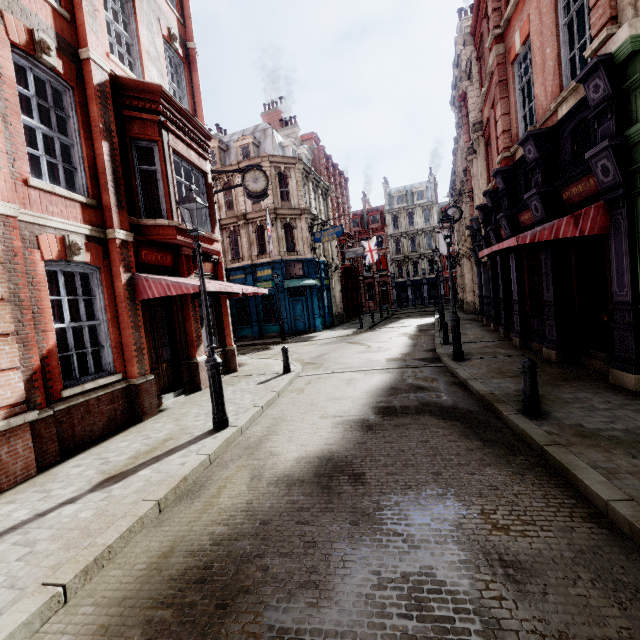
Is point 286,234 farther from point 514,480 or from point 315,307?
point 514,480

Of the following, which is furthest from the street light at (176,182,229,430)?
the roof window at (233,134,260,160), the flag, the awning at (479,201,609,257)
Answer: the flag

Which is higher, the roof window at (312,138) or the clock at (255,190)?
the roof window at (312,138)

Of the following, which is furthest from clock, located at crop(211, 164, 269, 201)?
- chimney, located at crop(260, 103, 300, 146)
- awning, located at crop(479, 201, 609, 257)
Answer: chimney, located at crop(260, 103, 300, 146)

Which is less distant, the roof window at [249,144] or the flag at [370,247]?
the roof window at [249,144]

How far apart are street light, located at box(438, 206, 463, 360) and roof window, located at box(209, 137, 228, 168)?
22.31m

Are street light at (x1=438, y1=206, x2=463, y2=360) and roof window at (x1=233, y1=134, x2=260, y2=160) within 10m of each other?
no

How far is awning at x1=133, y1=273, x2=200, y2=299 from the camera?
7.6m
